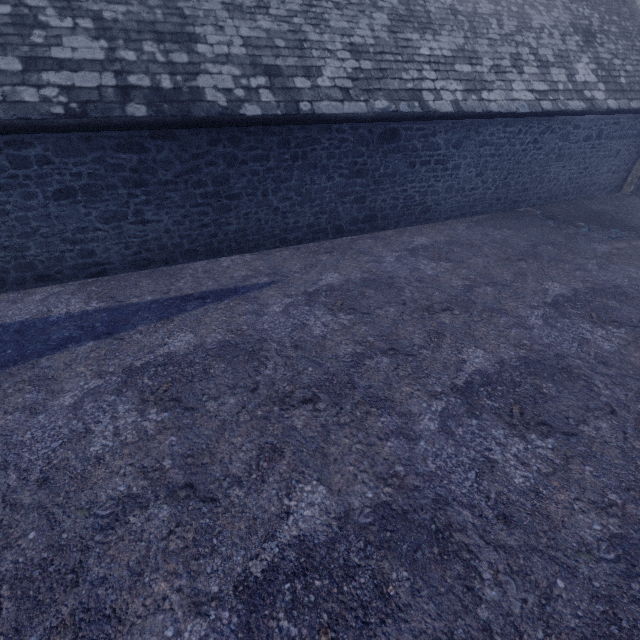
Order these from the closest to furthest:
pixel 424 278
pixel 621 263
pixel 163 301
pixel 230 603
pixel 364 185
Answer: pixel 230 603 → pixel 163 301 → pixel 424 278 → pixel 621 263 → pixel 364 185
